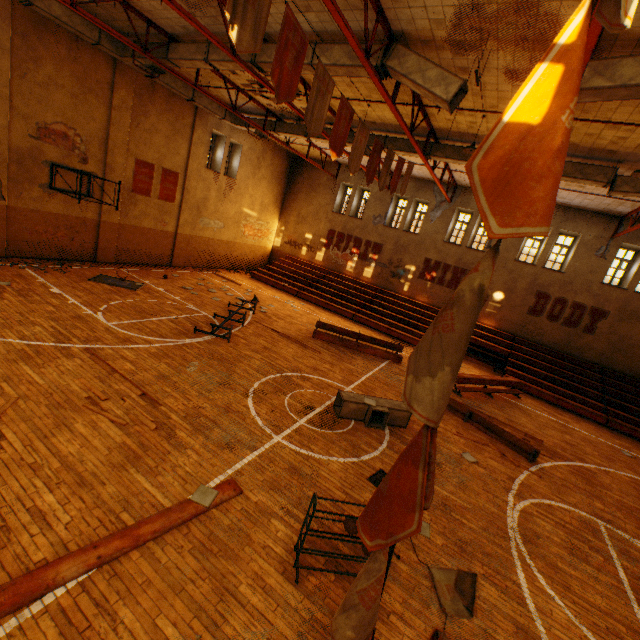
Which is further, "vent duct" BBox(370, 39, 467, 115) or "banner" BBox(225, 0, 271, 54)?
"vent duct" BBox(370, 39, 467, 115)

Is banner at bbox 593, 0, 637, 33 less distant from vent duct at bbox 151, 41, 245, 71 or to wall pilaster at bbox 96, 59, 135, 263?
vent duct at bbox 151, 41, 245, 71

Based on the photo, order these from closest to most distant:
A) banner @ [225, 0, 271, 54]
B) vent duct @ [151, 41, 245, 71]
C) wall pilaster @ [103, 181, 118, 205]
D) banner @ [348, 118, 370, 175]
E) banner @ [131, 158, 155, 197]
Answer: banner @ [225, 0, 271, 54]
banner @ [348, 118, 370, 175]
vent duct @ [151, 41, 245, 71]
wall pilaster @ [103, 181, 118, 205]
banner @ [131, 158, 155, 197]

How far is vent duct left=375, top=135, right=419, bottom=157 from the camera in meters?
13.1 m

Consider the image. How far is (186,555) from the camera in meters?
4.1

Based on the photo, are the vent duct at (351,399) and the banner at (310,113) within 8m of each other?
yes

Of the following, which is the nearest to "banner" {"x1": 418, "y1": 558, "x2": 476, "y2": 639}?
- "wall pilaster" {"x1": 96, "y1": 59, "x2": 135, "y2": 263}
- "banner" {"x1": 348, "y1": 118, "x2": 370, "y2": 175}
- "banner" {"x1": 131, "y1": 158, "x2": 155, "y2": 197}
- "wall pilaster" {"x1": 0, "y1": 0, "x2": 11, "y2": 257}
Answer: "banner" {"x1": 348, "y1": 118, "x2": 370, "y2": 175}

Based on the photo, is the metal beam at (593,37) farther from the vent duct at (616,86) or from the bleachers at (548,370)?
the bleachers at (548,370)
